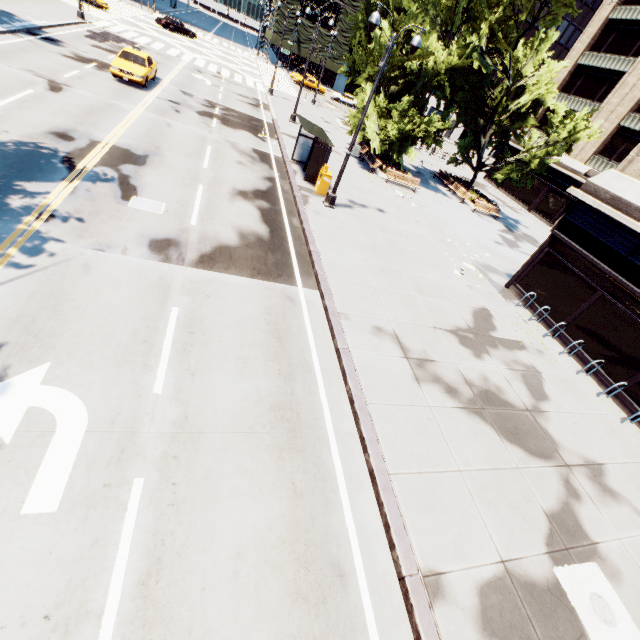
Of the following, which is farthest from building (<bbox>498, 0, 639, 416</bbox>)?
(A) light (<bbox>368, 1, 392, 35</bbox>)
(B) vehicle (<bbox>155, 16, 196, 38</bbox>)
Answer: (B) vehicle (<bbox>155, 16, 196, 38</bbox>)

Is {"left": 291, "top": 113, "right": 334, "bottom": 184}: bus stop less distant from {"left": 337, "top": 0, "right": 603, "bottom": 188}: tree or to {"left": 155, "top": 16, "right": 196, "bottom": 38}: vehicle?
{"left": 337, "top": 0, "right": 603, "bottom": 188}: tree

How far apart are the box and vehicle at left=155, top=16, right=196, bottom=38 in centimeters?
4390cm

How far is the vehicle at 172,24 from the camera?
41.50m

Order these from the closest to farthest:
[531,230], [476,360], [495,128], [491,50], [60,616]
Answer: [60,616] → [476,360] → [491,50] → [495,128] → [531,230]

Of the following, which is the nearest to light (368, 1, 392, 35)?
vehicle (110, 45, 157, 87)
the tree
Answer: the tree

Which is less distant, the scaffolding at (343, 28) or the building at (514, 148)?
the building at (514, 148)

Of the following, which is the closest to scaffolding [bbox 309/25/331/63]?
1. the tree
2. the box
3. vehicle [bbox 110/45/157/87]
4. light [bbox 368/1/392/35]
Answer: the tree
